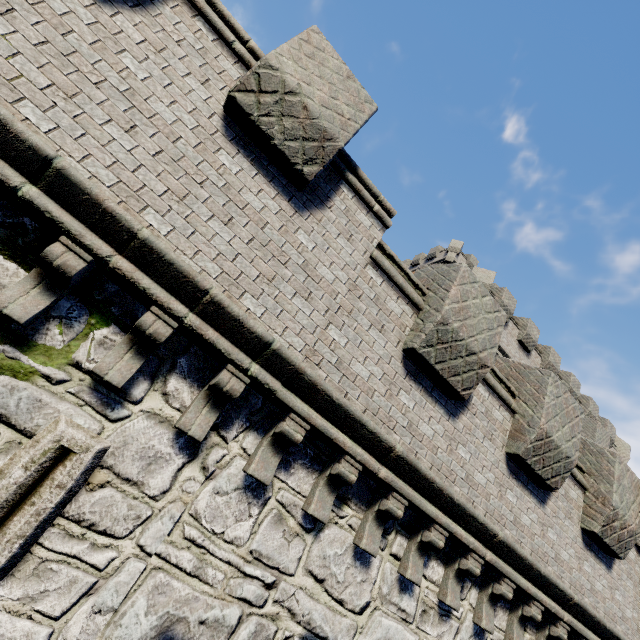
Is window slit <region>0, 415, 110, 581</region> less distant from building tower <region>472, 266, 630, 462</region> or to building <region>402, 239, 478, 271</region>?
building tower <region>472, 266, 630, 462</region>

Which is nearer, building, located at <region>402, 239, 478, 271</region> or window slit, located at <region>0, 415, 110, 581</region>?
window slit, located at <region>0, 415, 110, 581</region>

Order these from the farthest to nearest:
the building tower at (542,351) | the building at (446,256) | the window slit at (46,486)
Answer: the building at (446,256)
the building tower at (542,351)
the window slit at (46,486)

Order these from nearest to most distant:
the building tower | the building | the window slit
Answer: the window slit
the building tower
the building

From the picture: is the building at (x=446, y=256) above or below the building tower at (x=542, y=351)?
above

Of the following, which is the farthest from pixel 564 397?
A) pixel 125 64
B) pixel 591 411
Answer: pixel 591 411

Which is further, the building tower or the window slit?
the building tower
